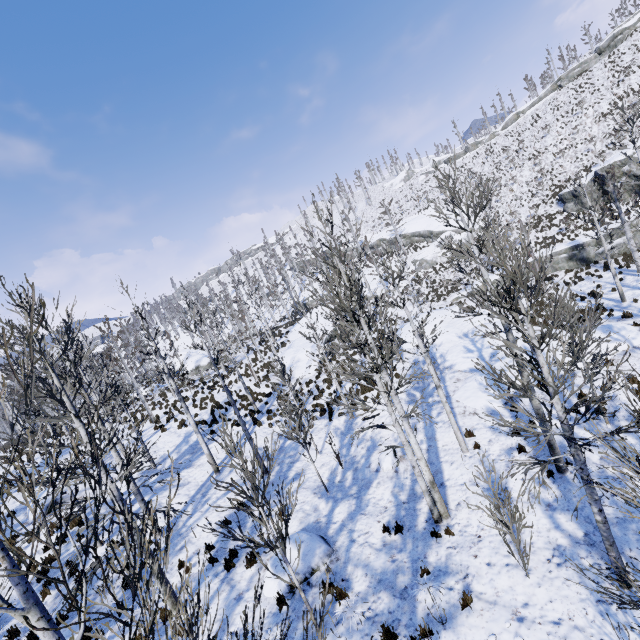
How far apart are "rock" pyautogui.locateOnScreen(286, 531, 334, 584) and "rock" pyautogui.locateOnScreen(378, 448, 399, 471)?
3.4 meters

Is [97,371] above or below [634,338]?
above

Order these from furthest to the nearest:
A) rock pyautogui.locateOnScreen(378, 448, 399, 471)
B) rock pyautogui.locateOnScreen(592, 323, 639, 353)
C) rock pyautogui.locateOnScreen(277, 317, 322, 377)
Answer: rock pyautogui.locateOnScreen(277, 317, 322, 377)
rock pyautogui.locateOnScreen(592, 323, 639, 353)
rock pyautogui.locateOnScreen(378, 448, 399, 471)

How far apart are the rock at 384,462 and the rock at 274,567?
3.4 meters

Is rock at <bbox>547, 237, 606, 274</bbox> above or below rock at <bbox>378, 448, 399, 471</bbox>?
above

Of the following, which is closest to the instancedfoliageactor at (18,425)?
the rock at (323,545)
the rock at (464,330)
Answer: the rock at (323,545)

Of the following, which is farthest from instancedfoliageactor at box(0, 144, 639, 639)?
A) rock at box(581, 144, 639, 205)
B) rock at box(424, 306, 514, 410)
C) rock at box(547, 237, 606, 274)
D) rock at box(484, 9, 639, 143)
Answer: rock at box(484, 9, 639, 143)
